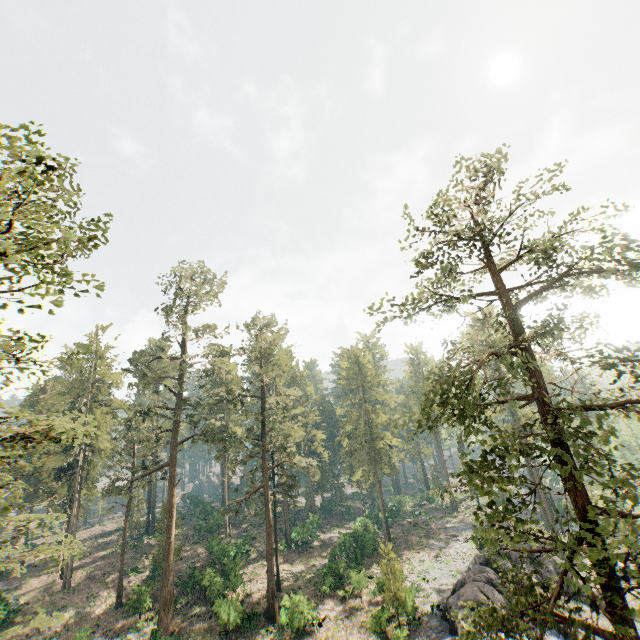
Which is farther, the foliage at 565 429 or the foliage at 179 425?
the foliage at 179 425

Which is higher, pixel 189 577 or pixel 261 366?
pixel 261 366

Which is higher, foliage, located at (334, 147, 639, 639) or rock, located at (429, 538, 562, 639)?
foliage, located at (334, 147, 639, 639)

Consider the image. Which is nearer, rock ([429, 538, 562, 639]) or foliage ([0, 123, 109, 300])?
foliage ([0, 123, 109, 300])

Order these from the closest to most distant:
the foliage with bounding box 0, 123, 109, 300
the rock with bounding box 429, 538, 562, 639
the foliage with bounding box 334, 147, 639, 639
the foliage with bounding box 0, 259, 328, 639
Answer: the foliage with bounding box 334, 147, 639, 639 → the foliage with bounding box 0, 123, 109, 300 → the foliage with bounding box 0, 259, 328, 639 → the rock with bounding box 429, 538, 562, 639

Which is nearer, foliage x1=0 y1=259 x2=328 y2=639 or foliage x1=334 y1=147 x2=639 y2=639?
foliage x1=334 y1=147 x2=639 y2=639

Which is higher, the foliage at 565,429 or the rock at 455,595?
the foliage at 565,429
